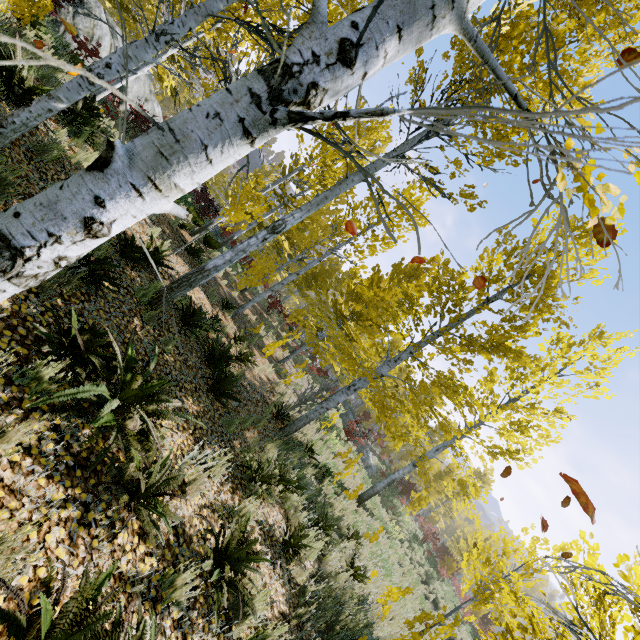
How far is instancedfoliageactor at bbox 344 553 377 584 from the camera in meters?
6.6 m

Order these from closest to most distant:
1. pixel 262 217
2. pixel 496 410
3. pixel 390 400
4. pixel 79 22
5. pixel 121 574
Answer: pixel 121 574, pixel 390 400, pixel 496 410, pixel 79 22, pixel 262 217

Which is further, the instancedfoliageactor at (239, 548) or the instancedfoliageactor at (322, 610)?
the instancedfoliageactor at (322, 610)

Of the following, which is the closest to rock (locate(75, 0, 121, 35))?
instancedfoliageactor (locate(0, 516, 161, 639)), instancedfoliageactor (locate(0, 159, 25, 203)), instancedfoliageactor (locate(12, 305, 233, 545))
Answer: instancedfoliageactor (locate(0, 159, 25, 203))

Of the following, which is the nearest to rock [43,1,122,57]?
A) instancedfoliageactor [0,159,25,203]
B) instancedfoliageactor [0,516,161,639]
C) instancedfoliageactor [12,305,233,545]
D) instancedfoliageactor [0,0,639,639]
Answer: instancedfoliageactor [0,0,639,639]

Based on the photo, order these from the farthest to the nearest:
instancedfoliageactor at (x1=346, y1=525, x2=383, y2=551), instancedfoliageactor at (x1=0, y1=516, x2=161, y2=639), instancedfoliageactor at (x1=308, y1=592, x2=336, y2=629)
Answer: instancedfoliageactor at (x1=346, y1=525, x2=383, y2=551)
instancedfoliageactor at (x1=308, y1=592, x2=336, y2=629)
instancedfoliageactor at (x1=0, y1=516, x2=161, y2=639)

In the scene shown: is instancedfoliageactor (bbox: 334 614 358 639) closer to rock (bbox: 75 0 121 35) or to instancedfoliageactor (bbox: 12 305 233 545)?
instancedfoliageactor (bbox: 12 305 233 545)

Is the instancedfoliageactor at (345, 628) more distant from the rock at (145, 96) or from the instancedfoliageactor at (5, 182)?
the rock at (145, 96)
